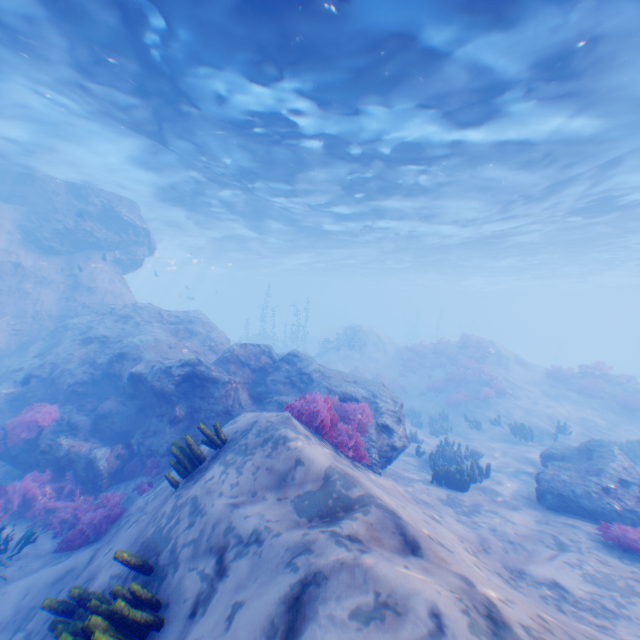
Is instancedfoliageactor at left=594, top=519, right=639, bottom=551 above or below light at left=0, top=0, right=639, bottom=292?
below

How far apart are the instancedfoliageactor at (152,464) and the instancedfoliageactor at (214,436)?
4.4m

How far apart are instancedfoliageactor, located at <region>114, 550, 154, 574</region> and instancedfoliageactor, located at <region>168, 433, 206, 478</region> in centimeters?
120cm

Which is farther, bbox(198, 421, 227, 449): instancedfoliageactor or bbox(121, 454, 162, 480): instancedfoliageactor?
bbox(121, 454, 162, 480): instancedfoliageactor

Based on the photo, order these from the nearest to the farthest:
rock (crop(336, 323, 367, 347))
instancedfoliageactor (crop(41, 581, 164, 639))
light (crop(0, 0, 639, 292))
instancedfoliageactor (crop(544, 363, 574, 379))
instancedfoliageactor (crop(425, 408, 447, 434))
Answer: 1. instancedfoliageactor (crop(41, 581, 164, 639))
2. light (crop(0, 0, 639, 292))
3. instancedfoliageactor (crop(425, 408, 447, 434))
4. instancedfoliageactor (crop(544, 363, 574, 379))
5. rock (crop(336, 323, 367, 347))

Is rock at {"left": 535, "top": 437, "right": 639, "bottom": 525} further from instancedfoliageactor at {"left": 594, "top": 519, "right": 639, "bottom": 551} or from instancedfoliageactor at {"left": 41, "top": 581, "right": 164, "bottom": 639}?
instancedfoliageactor at {"left": 41, "top": 581, "right": 164, "bottom": 639}

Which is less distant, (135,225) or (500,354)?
(135,225)

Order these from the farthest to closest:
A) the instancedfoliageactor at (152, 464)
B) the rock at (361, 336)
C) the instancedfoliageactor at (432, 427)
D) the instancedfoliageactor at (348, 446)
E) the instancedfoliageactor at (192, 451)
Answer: the rock at (361, 336)
the instancedfoliageactor at (432, 427)
the instancedfoliageactor at (152, 464)
the instancedfoliageactor at (348, 446)
the instancedfoliageactor at (192, 451)
